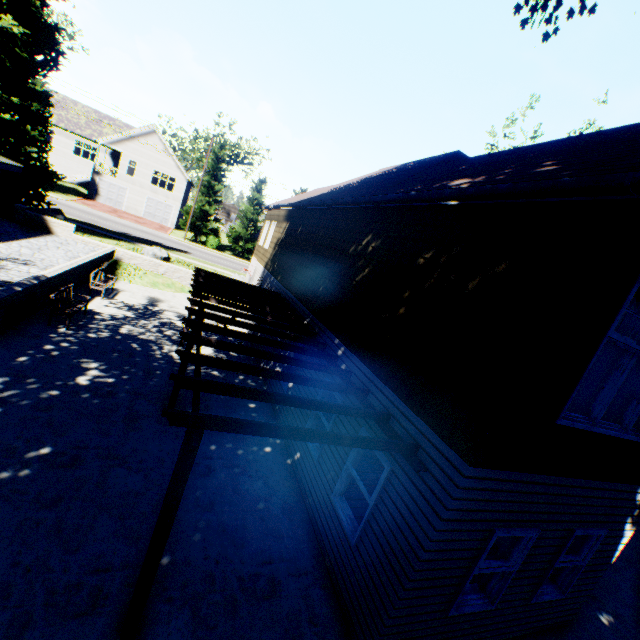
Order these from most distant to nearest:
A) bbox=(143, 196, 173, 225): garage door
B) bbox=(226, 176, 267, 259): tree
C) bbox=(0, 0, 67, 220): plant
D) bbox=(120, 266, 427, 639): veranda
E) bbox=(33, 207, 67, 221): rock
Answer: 1. bbox=(143, 196, 173, 225): garage door
2. bbox=(226, 176, 267, 259): tree
3. bbox=(33, 207, 67, 221): rock
4. bbox=(0, 0, 67, 220): plant
5. bbox=(120, 266, 427, 639): veranda

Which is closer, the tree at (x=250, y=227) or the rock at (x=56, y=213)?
the rock at (x=56, y=213)

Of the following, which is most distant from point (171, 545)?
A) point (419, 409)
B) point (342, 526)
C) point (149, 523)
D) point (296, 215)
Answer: point (296, 215)

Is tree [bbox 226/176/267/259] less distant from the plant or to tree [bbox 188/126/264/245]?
tree [bbox 188/126/264/245]

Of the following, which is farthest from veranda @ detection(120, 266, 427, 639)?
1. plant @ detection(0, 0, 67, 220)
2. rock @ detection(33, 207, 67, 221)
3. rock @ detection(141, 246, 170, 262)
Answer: rock @ detection(33, 207, 67, 221)

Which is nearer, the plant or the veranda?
the veranda

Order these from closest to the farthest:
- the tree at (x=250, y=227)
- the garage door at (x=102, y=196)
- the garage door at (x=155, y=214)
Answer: the garage door at (x=102, y=196), the tree at (x=250, y=227), the garage door at (x=155, y=214)

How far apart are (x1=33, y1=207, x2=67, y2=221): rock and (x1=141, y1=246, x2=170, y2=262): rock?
4.2m
